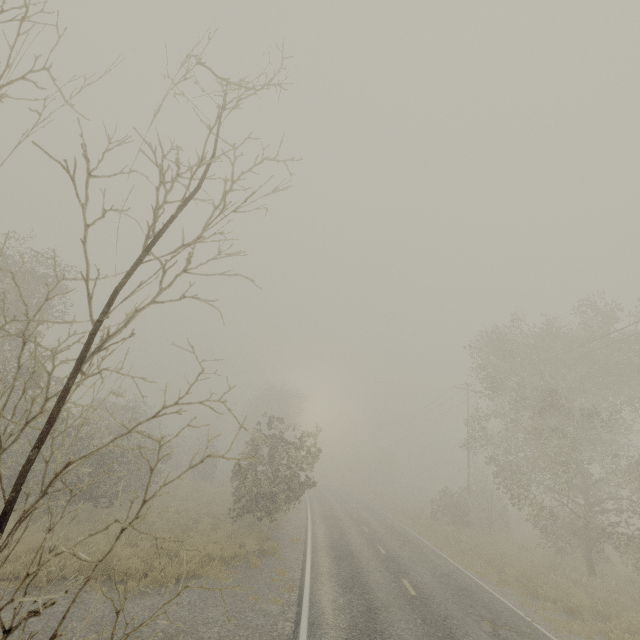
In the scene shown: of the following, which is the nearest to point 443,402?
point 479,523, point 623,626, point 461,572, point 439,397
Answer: Answer: point 439,397

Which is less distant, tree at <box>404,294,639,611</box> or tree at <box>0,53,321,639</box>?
tree at <box>0,53,321,639</box>

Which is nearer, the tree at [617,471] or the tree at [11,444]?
the tree at [11,444]
